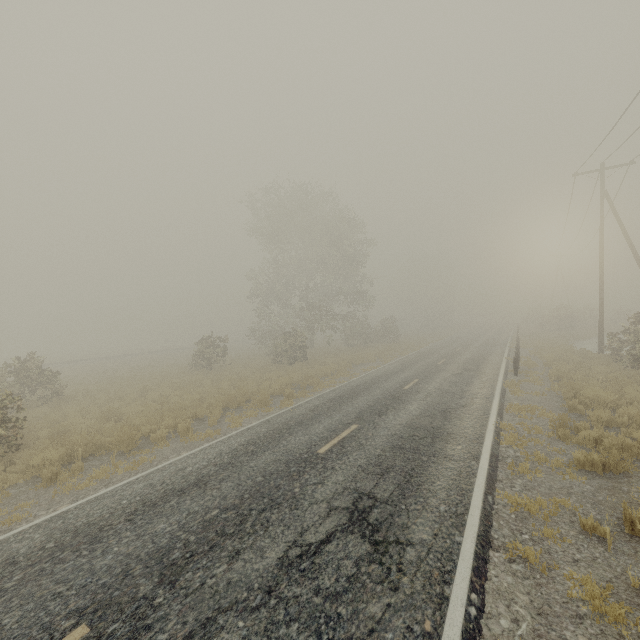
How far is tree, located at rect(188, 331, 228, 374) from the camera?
24.7m

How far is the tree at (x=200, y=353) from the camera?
24.7 meters

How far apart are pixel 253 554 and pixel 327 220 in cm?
3527

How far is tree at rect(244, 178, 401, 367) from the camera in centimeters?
3167cm

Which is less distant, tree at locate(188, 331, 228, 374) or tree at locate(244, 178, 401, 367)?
tree at locate(188, 331, 228, 374)

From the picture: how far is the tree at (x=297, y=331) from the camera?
31.7 meters
